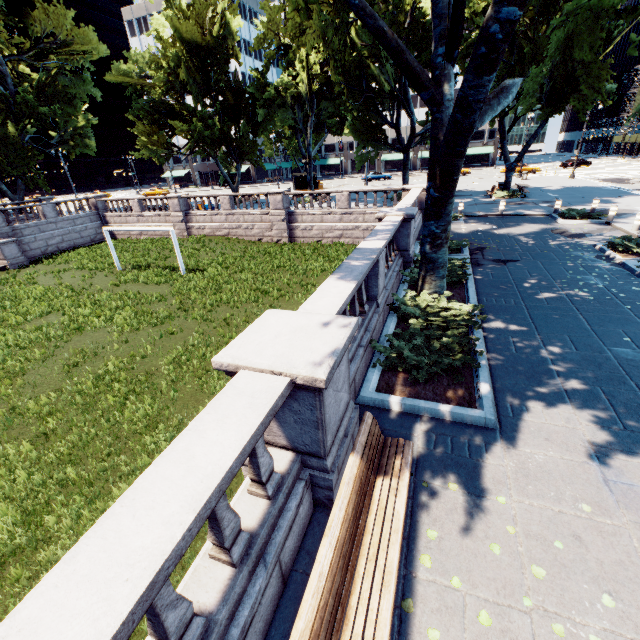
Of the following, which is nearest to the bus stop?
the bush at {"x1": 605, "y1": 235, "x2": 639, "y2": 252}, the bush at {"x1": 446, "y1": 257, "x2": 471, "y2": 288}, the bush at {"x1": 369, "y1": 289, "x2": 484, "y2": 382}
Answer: the bush at {"x1": 446, "y1": 257, "x2": 471, "y2": 288}

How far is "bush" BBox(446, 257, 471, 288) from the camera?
10.83m

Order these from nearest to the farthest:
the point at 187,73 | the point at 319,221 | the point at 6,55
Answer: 1. the point at 319,221
2. the point at 187,73
3. the point at 6,55

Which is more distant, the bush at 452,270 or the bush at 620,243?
the bush at 620,243

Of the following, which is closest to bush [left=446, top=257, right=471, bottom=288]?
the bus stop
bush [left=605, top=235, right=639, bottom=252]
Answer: bush [left=605, top=235, right=639, bottom=252]

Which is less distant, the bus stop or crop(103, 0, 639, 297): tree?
crop(103, 0, 639, 297): tree

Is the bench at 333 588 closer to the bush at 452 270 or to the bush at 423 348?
the bush at 423 348

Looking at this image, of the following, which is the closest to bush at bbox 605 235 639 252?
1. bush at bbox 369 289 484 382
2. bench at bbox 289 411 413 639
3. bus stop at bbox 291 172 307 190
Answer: bush at bbox 369 289 484 382
